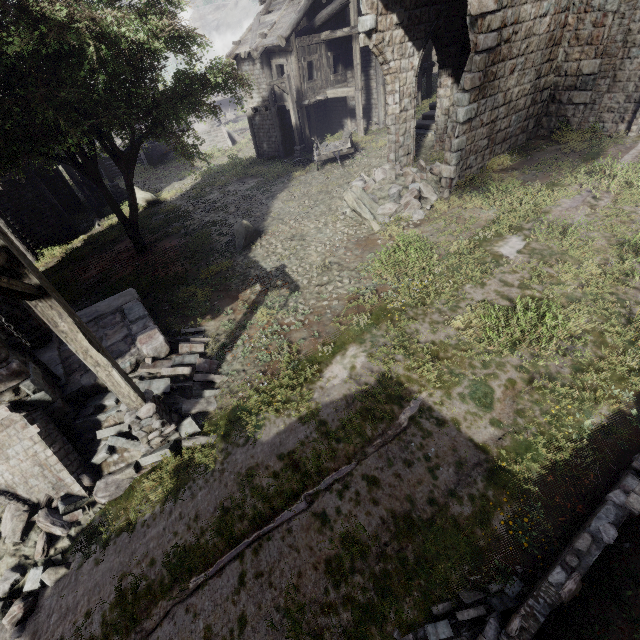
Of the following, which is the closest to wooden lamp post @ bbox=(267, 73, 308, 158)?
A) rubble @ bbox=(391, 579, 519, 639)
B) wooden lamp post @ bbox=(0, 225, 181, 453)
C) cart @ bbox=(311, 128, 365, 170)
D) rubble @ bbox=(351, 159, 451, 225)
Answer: cart @ bbox=(311, 128, 365, 170)

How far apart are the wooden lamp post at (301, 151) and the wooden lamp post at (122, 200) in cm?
1021

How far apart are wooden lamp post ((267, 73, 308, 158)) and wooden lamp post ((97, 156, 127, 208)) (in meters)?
10.21

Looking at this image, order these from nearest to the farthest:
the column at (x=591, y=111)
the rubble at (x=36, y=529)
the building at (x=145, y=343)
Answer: the rubble at (x=36, y=529) < the building at (x=145, y=343) < the column at (x=591, y=111)

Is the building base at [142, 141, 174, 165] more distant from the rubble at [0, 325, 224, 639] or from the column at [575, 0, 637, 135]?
the column at [575, 0, 637, 135]

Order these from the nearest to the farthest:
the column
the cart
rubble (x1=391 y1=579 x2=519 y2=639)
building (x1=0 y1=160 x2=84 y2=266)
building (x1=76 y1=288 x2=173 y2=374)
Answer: rubble (x1=391 y1=579 x2=519 y2=639) → building (x1=76 y1=288 x2=173 y2=374) → the column → building (x1=0 y1=160 x2=84 y2=266) → the cart

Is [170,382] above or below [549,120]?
below

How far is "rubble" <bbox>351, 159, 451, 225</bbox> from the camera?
10.98m
